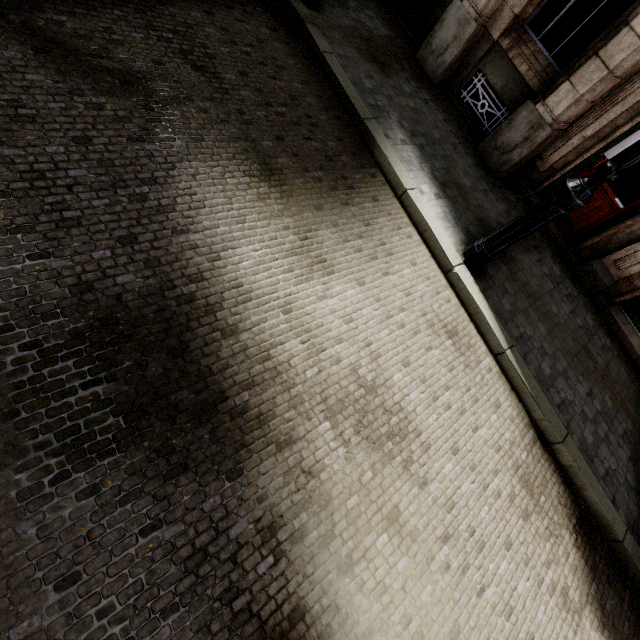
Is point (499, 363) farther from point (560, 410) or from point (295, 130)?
point (295, 130)
